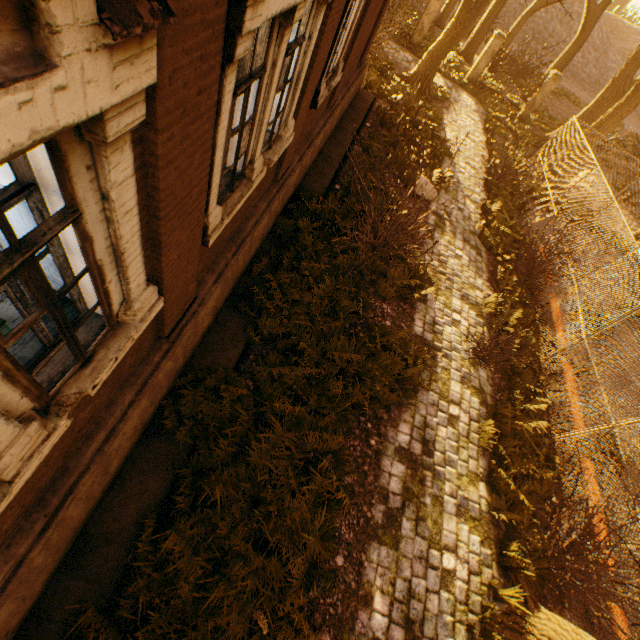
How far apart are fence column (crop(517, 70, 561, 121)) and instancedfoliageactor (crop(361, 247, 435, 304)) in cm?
1853

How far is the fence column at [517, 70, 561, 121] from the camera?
18.3m

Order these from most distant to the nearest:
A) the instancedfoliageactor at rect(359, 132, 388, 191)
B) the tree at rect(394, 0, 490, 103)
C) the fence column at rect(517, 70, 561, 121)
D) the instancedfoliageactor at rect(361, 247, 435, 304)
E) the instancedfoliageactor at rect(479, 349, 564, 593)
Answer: the fence column at rect(517, 70, 561, 121), the tree at rect(394, 0, 490, 103), the instancedfoliageactor at rect(359, 132, 388, 191), the instancedfoliageactor at rect(361, 247, 435, 304), the instancedfoliageactor at rect(479, 349, 564, 593)

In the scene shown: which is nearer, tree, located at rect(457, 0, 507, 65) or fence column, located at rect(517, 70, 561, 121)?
fence column, located at rect(517, 70, 561, 121)

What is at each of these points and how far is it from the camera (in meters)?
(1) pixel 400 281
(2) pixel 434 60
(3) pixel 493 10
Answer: (1) instancedfoliageactor, 7.83
(2) tree, 14.42
(3) tree, 20.30

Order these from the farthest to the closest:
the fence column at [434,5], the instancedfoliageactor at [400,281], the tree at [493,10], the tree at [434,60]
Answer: the tree at [493,10] → the fence column at [434,5] → the tree at [434,60] → the instancedfoliageactor at [400,281]

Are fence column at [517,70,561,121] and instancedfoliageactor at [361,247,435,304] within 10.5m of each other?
no

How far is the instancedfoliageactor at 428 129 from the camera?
11.45m
